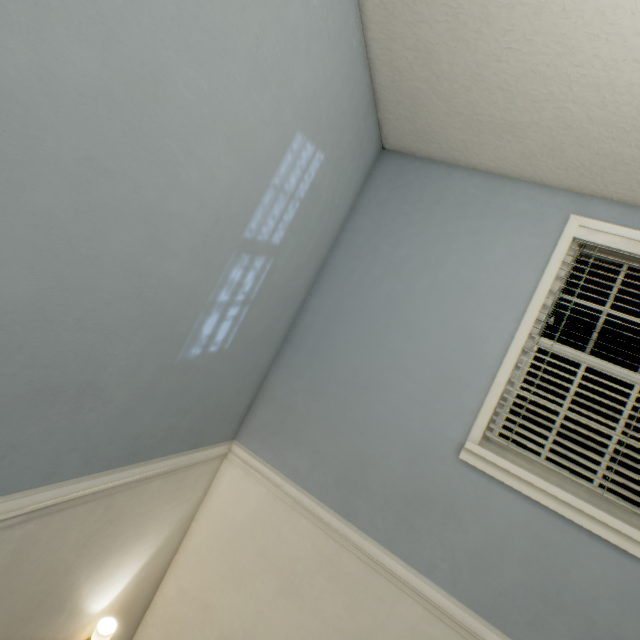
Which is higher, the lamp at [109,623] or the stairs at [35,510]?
the stairs at [35,510]

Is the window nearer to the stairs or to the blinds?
the blinds

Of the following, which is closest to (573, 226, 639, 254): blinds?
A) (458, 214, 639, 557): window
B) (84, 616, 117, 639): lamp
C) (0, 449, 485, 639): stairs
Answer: (458, 214, 639, 557): window

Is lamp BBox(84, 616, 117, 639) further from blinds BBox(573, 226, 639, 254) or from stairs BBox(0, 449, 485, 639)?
blinds BBox(573, 226, 639, 254)

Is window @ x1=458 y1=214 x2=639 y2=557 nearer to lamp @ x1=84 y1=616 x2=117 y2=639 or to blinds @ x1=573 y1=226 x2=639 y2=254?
blinds @ x1=573 y1=226 x2=639 y2=254

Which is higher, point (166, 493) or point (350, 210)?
point (350, 210)

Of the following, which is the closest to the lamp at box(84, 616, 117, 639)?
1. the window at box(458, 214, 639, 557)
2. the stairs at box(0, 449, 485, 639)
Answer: the stairs at box(0, 449, 485, 639)

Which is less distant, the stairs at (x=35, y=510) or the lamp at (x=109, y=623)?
the stairs at (x=35, y=510)
